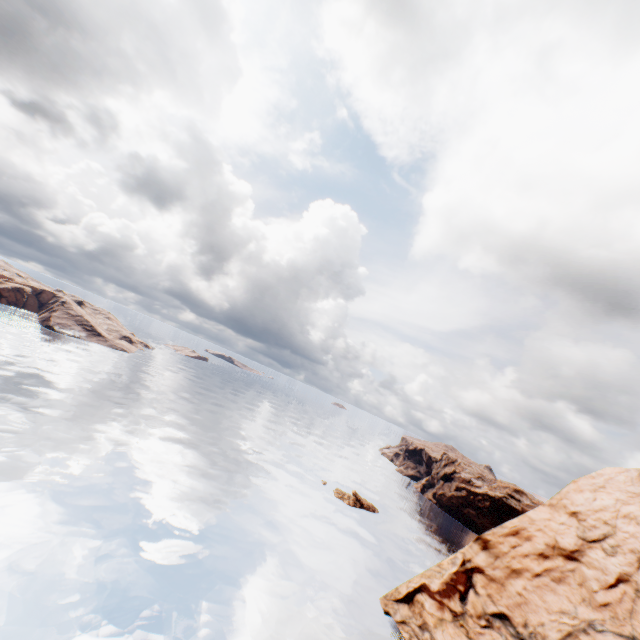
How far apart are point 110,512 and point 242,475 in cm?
2641
